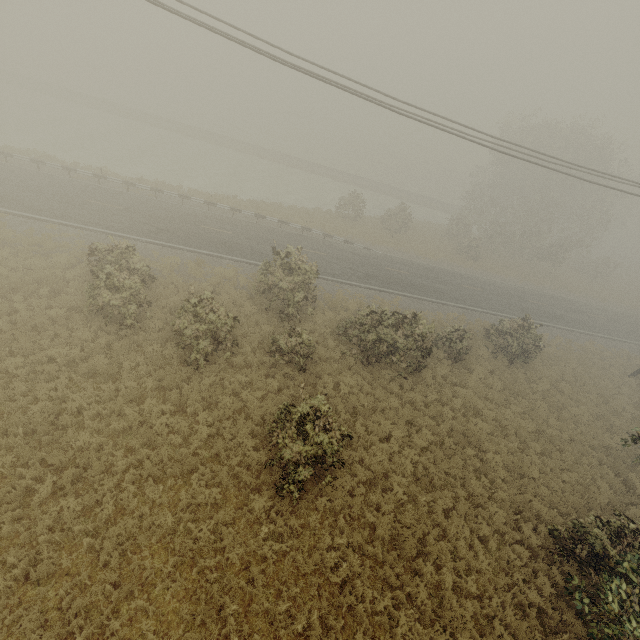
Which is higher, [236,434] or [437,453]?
[437,453]
